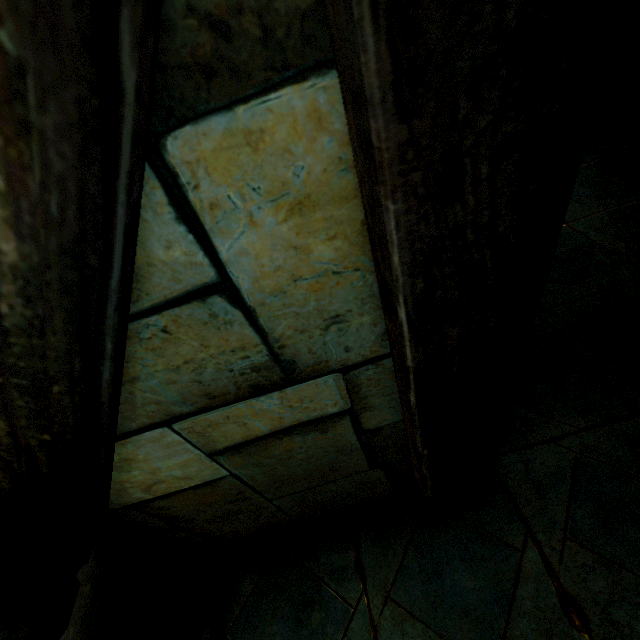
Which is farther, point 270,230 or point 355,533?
point 355,533
